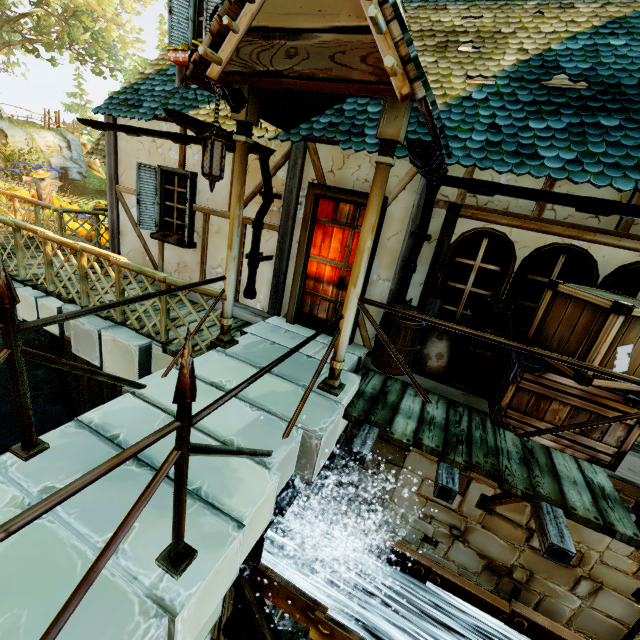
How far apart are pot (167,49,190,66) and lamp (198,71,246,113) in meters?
2.6

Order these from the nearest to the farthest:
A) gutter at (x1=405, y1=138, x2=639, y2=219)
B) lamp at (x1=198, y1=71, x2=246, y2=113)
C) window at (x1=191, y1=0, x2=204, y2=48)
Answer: gutter at (x1=405, y1=138, x2=639, y2=219), lamp at (x1=198, y1=71, x2=246, y2=113), window at (x1=191, y1=0, x2=204, y2=48)

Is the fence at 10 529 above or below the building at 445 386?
above

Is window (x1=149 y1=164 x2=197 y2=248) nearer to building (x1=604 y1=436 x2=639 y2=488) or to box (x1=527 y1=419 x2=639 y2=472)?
building (x1=604 y1=436 x2=639 y2=488)

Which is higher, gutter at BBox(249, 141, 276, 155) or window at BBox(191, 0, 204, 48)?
window at BBox(191, 0, 204, 48)

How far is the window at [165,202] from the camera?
5.7 meters

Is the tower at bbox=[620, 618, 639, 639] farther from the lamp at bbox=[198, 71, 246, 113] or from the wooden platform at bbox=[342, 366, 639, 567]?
the lamp at bbox=[198, 71, 246, 113]

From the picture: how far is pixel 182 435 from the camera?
1.5 meters
